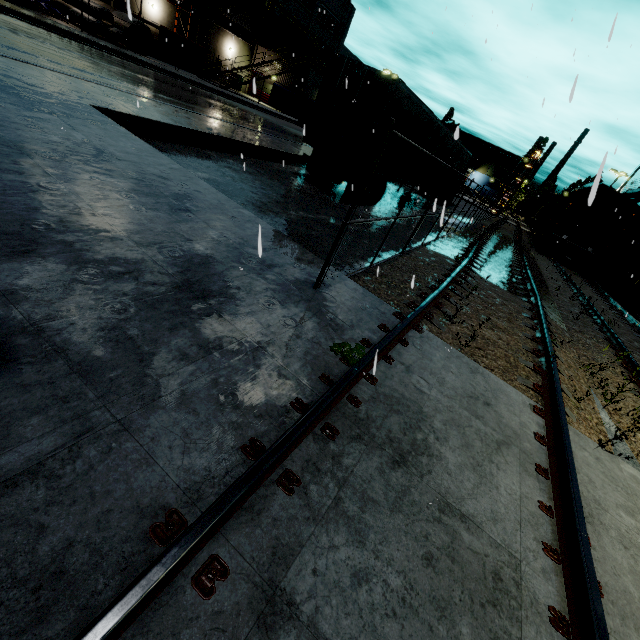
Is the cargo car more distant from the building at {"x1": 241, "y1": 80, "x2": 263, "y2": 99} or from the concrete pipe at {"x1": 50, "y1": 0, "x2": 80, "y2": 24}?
the concrete pipe at {"x1": 50, "y1": 0, "x2": 80, "y2": 24}

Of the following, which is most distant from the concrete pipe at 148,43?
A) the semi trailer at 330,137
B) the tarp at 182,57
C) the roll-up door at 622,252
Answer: the roll-up door at 622,252

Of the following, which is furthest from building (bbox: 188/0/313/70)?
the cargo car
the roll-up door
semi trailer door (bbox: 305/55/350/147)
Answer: semi trailer door (bbox: 305/55/350/147)

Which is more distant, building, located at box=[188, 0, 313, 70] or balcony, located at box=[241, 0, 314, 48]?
balcony, located at box=[241, 0, 314, 48]

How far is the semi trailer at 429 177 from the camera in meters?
16.6 m

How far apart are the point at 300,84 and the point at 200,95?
21.3m

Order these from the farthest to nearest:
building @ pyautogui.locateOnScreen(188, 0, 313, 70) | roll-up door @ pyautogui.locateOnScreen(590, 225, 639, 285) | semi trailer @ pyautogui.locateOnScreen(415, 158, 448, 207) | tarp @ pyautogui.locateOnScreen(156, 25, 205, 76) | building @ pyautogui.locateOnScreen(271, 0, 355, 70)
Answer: building @ pyautogui.locateOnScreen(271, 0, 355, 70) → building @ pyautogui.locateOnScreen(188, 0, 313, 70) → roll-up door @ pyautogui.locateOnScreen(590, 225, 639, 285) → tarp @ pyautogui.locateOnScreen(156, 25, 205, 76) → semi trailer @ pyautogui.locateOnScreen(415, 158, 448, 207)

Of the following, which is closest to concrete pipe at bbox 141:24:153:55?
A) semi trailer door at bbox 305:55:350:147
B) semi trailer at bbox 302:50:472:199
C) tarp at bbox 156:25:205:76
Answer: tarp at bbox 156:25:205:76
